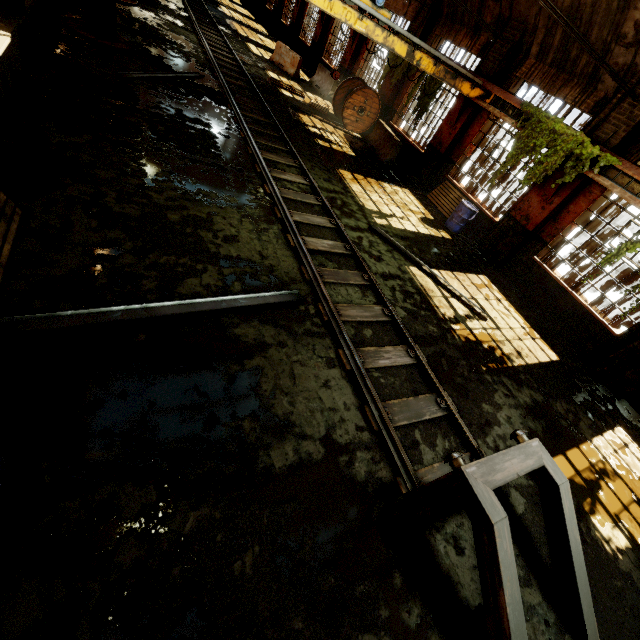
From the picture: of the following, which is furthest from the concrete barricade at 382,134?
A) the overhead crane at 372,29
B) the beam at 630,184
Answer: the beam at 630,184

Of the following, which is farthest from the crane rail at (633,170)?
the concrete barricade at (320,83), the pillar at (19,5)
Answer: the pillar at (19,5)

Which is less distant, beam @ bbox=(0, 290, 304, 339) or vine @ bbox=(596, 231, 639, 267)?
beam @ bbox=(0, 290, 304, 339)

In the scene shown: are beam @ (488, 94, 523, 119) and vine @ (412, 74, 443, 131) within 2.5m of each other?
yes

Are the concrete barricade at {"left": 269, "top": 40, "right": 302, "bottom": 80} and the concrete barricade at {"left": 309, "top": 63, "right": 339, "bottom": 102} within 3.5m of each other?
yes

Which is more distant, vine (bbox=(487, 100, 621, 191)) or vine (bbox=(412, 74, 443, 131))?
vine (bbox=(412, 74, 443, 131))

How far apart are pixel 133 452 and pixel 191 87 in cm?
1173

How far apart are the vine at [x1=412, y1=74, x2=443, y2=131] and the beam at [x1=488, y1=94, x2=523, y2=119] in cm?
195
